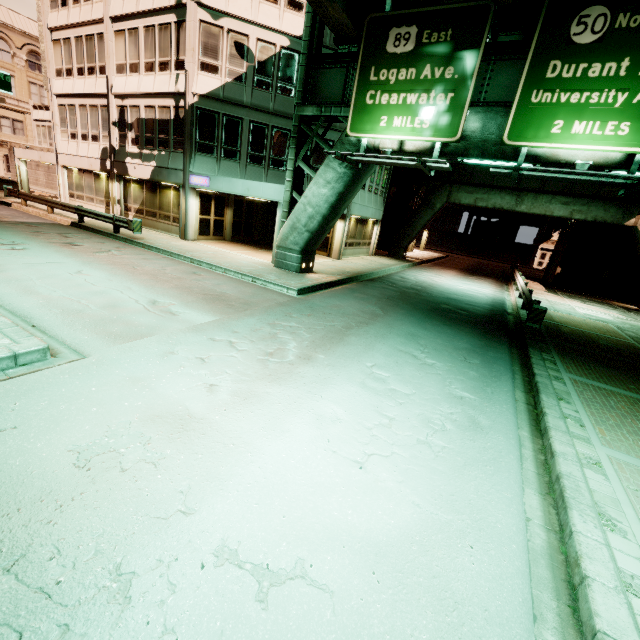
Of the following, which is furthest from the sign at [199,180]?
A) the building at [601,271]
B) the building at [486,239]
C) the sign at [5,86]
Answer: the building at [486,239]

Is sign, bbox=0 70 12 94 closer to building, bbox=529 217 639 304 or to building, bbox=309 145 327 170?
building, bbox=309 145 327 170

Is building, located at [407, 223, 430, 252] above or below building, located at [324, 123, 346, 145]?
below

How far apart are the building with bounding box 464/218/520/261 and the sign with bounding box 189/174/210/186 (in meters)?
49.81

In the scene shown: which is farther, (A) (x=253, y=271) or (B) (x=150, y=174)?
(B) (x=150, y=174)

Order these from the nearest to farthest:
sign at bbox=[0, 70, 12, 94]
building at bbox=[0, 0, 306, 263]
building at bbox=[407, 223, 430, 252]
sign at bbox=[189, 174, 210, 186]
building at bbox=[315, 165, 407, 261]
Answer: sign at bbox=[0, 70, 12, 94] < building at bbox=[0, 0, 306, 263] < sign at bbox=[189, 174, 210, 186] < building at bbox=[315, 165, 407, 261] < building at bbox=[407, 223, 430, 252]

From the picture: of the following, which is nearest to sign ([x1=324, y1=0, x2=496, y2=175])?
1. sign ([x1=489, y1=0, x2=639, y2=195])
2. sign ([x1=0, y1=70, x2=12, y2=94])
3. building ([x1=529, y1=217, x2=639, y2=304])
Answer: sign ([x1=489, y1=0, x2=639, y2=195])

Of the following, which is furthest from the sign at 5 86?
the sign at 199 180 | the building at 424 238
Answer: the building at 424 238
